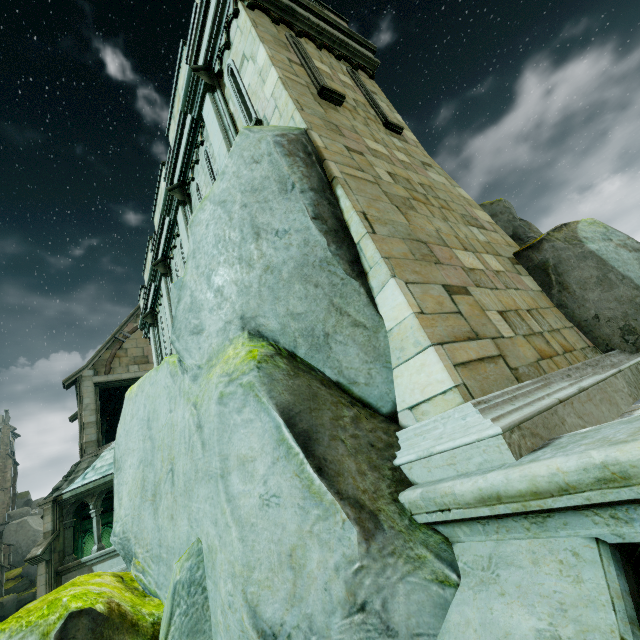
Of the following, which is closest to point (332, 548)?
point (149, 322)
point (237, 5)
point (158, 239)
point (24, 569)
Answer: point (237, 5)

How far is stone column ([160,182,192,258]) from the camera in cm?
862

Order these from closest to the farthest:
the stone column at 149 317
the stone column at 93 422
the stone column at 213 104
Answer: the stone column at 213 104, the stone column at 149 317, the stone column at 93 422

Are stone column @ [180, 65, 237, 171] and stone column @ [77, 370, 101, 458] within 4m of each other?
no

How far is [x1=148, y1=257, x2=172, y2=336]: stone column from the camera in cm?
1060

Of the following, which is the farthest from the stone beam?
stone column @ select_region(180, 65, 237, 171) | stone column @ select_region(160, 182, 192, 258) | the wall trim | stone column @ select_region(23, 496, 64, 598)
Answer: stone column @ select_region(180, 65, 237, 171)

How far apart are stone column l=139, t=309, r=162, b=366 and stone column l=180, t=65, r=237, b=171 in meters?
8.5 m

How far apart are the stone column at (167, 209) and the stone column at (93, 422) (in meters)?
12.06
